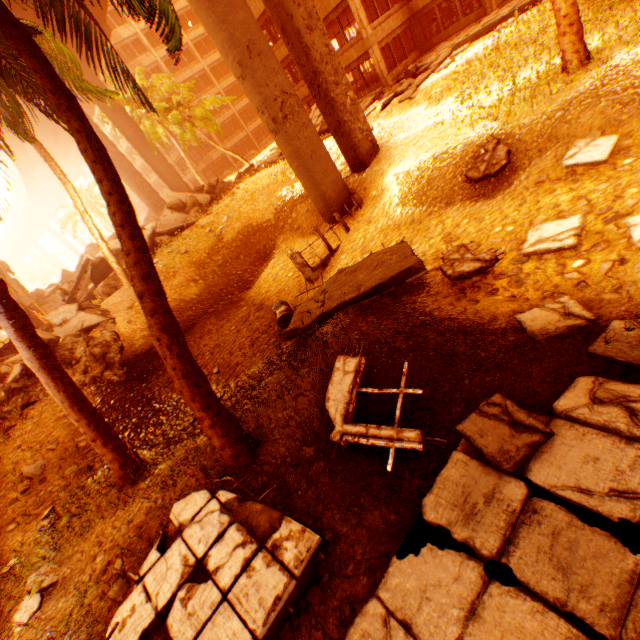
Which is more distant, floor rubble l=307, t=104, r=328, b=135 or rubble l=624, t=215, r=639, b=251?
floor rubble l=307, t=104, r=328, b=135

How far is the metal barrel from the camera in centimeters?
909cm

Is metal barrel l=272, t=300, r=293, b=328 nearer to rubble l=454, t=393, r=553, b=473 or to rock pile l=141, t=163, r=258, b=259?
rubble l=454, t=393, r=553, b=473

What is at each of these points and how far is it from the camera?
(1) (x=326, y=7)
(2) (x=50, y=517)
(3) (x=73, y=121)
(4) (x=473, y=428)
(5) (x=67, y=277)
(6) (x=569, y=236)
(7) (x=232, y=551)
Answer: (1) wall corner piece, 20.9m
(2) rubble, 5.8m
(3) rubble, 4.6m
(4) rubble, 3.8m
(5) rock pile, 27.4m
(6) rubble, 6.0m
(7) floor rubble, 3.6m

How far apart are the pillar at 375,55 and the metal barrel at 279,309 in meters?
20.8 m

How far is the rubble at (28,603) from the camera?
4.5 meters

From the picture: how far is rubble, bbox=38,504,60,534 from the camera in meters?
5.8 m
